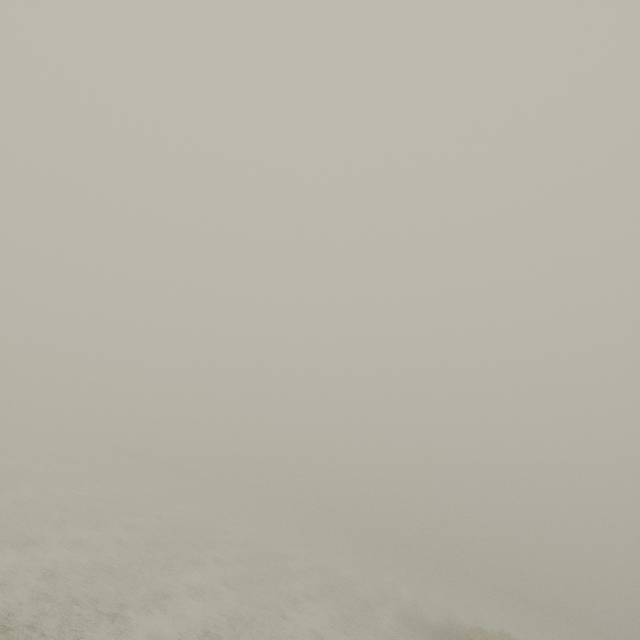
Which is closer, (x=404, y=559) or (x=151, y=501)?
(x=151, y=501)
